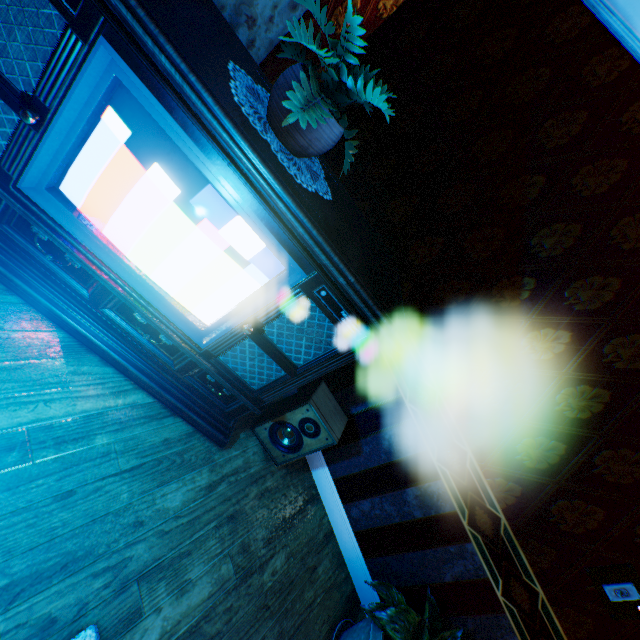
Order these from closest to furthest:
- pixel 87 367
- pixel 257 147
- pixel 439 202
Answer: pixel 257 147, pixel 87 367, pixel 439 202

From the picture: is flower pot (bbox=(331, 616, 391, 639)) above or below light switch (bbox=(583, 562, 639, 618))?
below

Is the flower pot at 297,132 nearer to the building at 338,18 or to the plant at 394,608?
the building at 338,18

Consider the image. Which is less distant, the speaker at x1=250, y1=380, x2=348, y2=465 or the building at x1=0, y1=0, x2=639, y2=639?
the building at x1=0, y1=0, x2=639, y2=639

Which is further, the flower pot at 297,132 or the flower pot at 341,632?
the flower pot at 341,632

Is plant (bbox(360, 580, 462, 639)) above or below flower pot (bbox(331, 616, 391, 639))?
above

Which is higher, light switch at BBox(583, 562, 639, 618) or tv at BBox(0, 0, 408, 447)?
light switch at BBox(583, 562, 639, 618)

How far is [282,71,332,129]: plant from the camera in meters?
1.2 m
